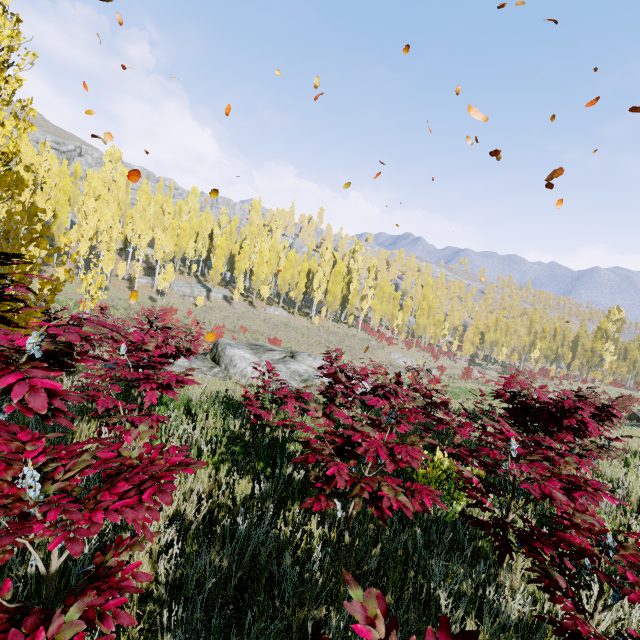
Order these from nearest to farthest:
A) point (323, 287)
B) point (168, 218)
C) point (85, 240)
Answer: point (85, 240) → point (168, 218) → point (323, 287)

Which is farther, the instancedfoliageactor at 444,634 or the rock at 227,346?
the rock at 227,346

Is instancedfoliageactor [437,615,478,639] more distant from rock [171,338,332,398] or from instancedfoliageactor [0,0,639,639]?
rock [171,338,332,398]

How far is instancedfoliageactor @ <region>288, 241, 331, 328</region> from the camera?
48.22m

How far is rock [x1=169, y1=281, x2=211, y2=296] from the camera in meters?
43.2 m

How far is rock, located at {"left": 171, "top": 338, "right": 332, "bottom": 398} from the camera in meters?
9.6 m

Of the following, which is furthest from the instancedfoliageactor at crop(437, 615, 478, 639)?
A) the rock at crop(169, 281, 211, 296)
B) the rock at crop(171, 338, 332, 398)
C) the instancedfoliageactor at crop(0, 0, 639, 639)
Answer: the rock at crop(169, 281, 211, 296)

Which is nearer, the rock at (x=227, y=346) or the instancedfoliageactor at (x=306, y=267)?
the rock at (x=227, y=346)
